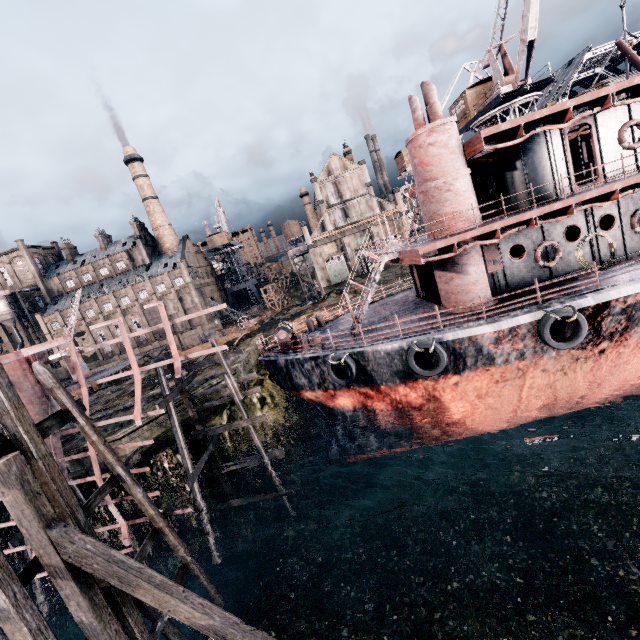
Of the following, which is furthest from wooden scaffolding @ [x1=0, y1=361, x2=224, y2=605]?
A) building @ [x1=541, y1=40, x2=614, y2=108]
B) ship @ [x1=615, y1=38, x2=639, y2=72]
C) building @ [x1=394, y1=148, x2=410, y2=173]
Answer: building @ [x1=394, y1=148, x2=410, y2=173]

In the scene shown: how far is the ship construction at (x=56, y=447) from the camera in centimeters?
1275cm

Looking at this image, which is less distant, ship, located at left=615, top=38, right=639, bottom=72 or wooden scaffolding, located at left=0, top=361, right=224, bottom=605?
wooden scaffolding, located at left=0, top=361, right=224, bottom=605

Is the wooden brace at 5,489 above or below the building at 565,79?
below

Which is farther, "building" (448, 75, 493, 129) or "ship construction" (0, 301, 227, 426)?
"building" (448, 75, 493, 129)

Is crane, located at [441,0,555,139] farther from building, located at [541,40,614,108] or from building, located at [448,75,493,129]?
building, located at [541,40,614,108]

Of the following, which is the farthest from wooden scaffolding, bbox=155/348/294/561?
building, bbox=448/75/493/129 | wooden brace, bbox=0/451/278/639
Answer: building, bbox=448/75/493/129

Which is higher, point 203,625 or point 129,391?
point 129,391
